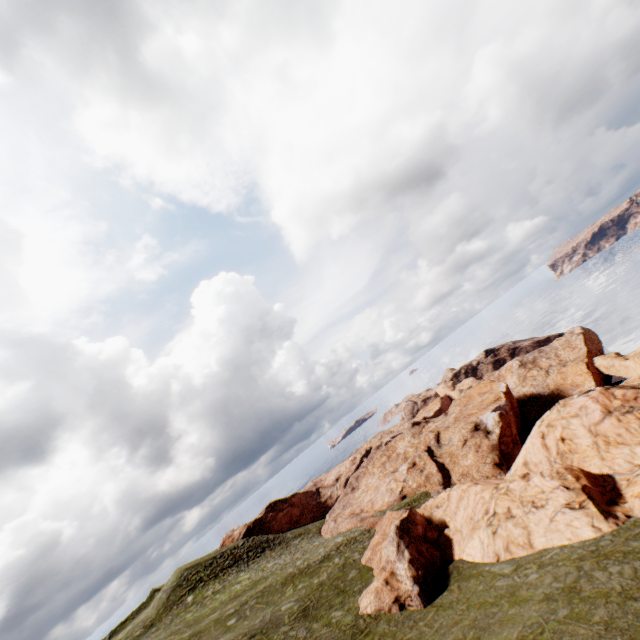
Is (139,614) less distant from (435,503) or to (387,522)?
(387,522)
